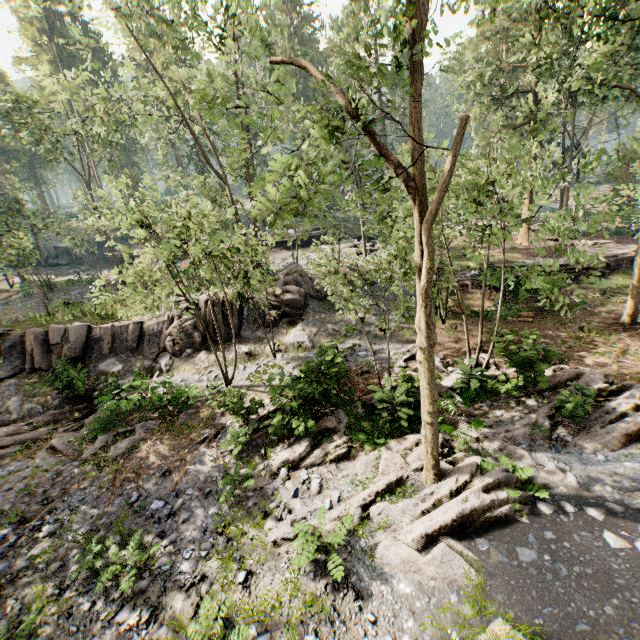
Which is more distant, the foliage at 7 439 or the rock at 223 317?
the rock at 223 317

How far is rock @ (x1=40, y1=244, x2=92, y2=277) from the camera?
41.5 meters

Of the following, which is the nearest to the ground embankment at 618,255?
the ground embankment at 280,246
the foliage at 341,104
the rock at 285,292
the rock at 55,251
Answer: the foliage at 341,104

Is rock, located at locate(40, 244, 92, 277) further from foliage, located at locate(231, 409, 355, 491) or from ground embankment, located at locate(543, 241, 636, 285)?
ground embankment, located at locate(543, 241, 636, 285)

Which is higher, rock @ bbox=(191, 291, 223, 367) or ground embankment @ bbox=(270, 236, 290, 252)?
ground embankment @ bbox=(270, 236, 290, 252)

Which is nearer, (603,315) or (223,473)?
(223,473)

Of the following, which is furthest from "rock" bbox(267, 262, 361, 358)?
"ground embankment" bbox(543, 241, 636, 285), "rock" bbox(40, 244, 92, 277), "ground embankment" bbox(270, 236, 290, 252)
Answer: "rock" bbox(40, 244, 92, 277)

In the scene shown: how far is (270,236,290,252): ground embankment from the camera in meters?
34.6
